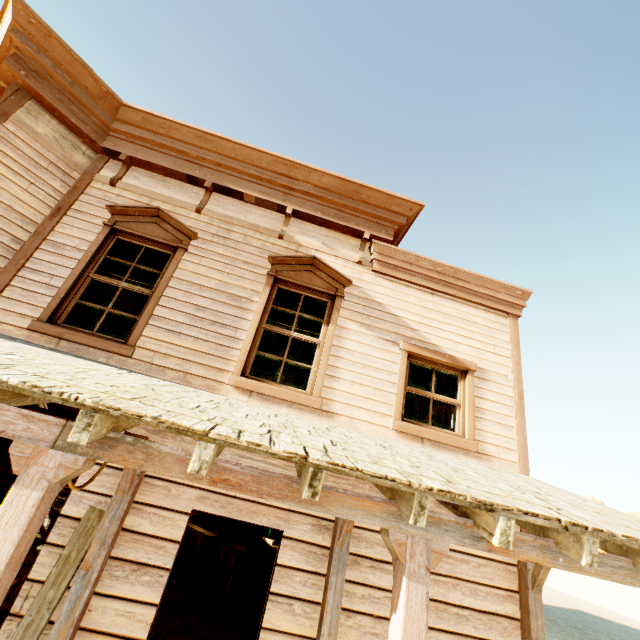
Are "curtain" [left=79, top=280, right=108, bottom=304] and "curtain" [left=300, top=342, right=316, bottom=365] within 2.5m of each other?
yes

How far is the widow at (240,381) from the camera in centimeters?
430cm

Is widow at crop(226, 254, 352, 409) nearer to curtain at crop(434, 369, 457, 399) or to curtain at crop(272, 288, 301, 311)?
curtain at crop(272, 288, 301, 311)

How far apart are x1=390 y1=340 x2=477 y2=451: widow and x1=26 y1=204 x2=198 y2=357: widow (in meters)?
3.57

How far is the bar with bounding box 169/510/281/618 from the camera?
6.9m

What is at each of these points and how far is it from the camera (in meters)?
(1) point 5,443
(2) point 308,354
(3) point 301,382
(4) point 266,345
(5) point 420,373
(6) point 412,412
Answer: (1) curtain, 3.69
(2) curtain, 4.91
(3) curtain, 4.68
(4) curtain, 4.87
(5) curtain, 5.13
(6) building, 8.14

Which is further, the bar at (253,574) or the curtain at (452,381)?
the bar at (253,574)

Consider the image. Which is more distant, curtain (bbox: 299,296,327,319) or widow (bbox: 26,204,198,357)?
curtain (bbox: 299,296,327,319)
